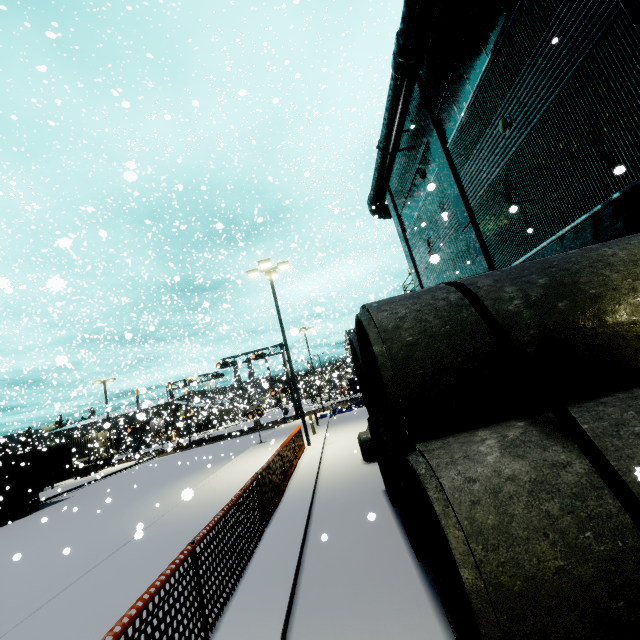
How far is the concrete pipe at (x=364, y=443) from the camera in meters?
10.7 m

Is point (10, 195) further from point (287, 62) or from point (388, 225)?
point (388, 225)

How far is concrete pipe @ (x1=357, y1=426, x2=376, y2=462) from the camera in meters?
10.7

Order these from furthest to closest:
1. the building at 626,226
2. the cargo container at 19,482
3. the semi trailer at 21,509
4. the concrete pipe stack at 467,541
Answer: the cargo container at 19,482 → the semi trailer at 21,509 → the building at 626,226 → the concrete pipe stack at 467,541

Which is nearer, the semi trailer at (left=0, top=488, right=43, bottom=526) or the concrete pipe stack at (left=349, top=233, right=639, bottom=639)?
the concrete pipe stack at (left=349, top=233, right=639, bottom=639)

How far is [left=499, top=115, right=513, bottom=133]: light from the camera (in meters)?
9.30

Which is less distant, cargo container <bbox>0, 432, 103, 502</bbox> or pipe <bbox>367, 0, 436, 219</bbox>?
pipe <bbox>367, 0, 436, 219</bbox>

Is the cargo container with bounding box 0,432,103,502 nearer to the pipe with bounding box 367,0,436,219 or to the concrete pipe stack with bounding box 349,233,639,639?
the pipe with bounding box 367,0,436,219
